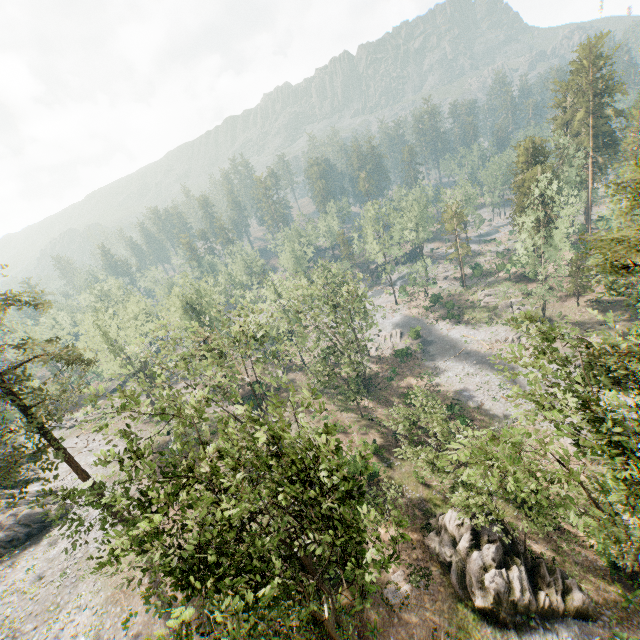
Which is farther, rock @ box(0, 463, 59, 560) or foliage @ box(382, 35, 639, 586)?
rock @ box(0, 463, 59, 560)

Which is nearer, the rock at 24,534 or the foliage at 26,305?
the foliage at 26,305

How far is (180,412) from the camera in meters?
17.5

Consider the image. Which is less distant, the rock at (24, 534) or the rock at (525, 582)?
the rock at (525, 582)

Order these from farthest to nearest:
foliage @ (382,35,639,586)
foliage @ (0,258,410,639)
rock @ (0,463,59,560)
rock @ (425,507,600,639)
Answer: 1. rock @ (0,463,59,560)
2. rock @ (425,507,600,639)
3. foliage @ (382,35,639,586)
4. foliage @ (0,258,410,639)

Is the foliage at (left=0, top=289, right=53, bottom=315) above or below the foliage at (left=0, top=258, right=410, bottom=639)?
above

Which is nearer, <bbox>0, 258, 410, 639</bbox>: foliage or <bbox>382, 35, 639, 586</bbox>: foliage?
<bbox>0, 258, 410, 639</bbox>: foliage

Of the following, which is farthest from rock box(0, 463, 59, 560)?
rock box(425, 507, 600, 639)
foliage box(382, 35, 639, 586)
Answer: rock box(425, 507, 600, 639)
